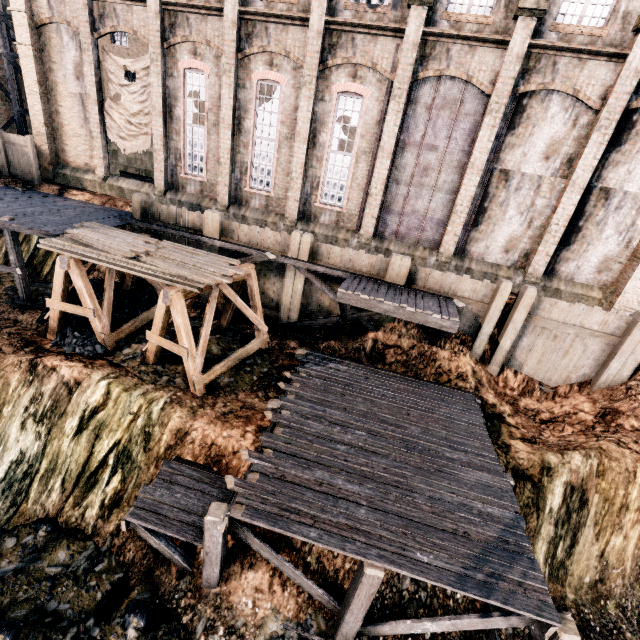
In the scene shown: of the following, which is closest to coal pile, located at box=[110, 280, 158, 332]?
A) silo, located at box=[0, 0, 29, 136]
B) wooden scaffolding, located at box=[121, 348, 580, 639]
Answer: wooden scaffolding, located at box=[121, 348, 580, 639]

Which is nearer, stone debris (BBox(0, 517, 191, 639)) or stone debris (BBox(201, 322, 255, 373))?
stone debris (BBox(0, 517, 191, 639))

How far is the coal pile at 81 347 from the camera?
13.29m

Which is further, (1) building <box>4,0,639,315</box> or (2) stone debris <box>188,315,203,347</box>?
(2) stone debris <box>188,315,203,347</box>

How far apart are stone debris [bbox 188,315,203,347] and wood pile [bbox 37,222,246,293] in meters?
3.5 m

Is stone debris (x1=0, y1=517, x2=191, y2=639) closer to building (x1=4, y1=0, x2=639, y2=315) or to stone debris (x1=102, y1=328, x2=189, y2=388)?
stone debris (x1=102, y1=328, x2=189, y2=388)

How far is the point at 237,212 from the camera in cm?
1980

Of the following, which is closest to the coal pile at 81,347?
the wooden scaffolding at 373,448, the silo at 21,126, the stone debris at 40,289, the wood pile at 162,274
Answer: the stone debris at 40,289
